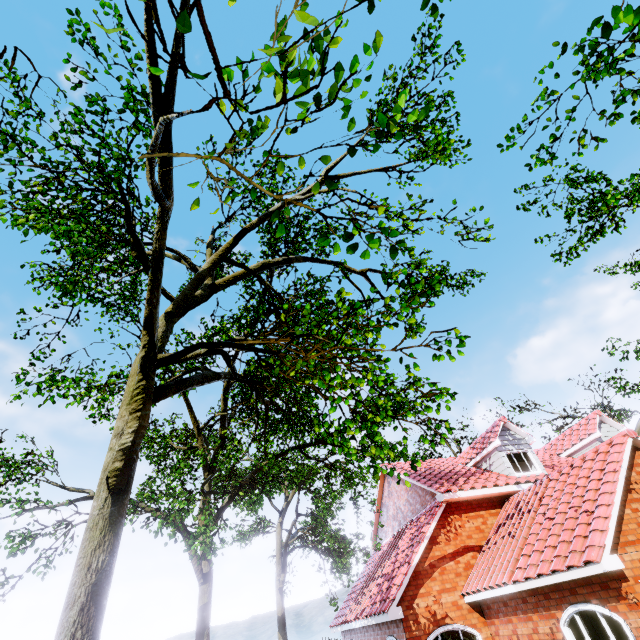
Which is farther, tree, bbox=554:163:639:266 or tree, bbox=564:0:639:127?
tree, bbox=554:163:639:266

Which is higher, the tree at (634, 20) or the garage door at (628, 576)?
the tree at (634, 20)

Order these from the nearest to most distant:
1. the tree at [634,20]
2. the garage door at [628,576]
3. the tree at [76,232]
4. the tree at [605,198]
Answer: the tree at [634,20] → the tree at [76,232] → the tree at [605,198] → the garage door at [628,576]

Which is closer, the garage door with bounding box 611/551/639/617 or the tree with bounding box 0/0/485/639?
the tree with bounding box 0/0/485/639

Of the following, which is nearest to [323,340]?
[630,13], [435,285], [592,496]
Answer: [435,285]

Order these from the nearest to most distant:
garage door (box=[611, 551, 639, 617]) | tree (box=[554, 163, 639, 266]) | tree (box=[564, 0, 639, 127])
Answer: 1. tree (box=[564, 0, 639, 127])
2. tree (box=[554, 163, 639, 266])
3. garage door (box=[611, 551, 639, 617])
